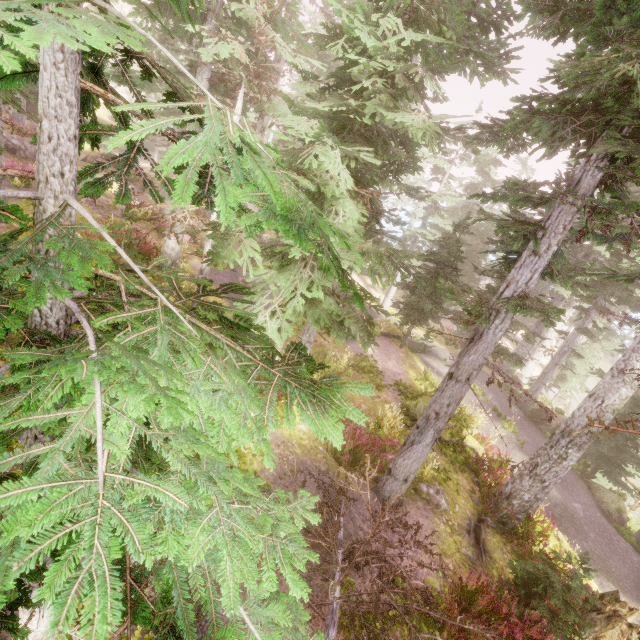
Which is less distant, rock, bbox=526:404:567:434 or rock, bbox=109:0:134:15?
rock, bbox=526:404:567:434

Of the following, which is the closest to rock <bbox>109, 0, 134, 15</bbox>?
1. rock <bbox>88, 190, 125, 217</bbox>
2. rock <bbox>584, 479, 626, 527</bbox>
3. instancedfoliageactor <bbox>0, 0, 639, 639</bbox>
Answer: instancedfoliageactor <bbox>0, 0, 639, 639</bbox>

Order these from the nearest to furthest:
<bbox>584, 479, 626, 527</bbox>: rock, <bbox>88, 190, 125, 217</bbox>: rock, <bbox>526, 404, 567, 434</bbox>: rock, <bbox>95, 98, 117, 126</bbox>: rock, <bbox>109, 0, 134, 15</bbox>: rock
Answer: <bbox>584, 479, 626, 527</bbox>: rock, <bbox>88, 190, 125, 217</bbox>: rock, <bbox>526, 404, 567, 434</bbox>: rock, <bbox>109, 0, 134, 15</bbox>: rock, <bbox>95, 98, 117, 126</bbox>: rock

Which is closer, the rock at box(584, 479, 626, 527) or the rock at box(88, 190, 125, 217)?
the rock at box(584, 479, 626, 527)

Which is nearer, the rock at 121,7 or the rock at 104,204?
the rock at 104,204

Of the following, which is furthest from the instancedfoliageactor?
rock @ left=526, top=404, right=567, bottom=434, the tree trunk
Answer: the tree trunk

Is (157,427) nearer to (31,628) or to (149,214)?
(31,628)

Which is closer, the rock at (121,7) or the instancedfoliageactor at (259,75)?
the instancedfoliageactor at (259,75)
